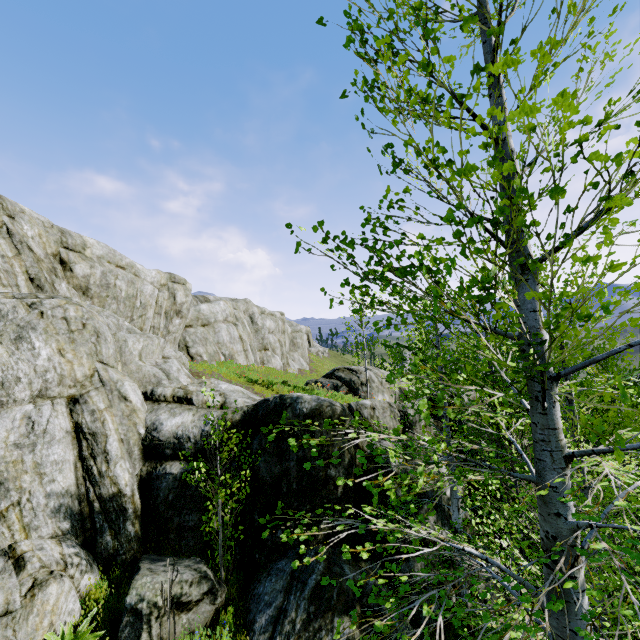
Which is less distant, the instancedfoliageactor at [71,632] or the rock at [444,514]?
the instancedfoliageactor at [71,632]

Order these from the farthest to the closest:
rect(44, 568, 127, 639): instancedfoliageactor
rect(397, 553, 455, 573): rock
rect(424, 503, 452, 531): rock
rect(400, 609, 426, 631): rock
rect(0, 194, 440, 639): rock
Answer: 1. rect(424, 503, 452, 531): rock
2. rect(397, 553, 455, 573): rock
3. rect(400, 609, 426, 631): rock
4. rect(0, 194, 440, 639): rock
5. rect(44, 568, 127, 639): instancedfoliageactor

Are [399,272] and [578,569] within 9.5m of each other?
yes

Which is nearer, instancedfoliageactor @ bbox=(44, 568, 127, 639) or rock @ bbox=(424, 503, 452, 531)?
instancedfoliageactor @ bbox=(44, 568, 127, 639)

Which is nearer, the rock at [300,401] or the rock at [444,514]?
the rock at [300,401]
